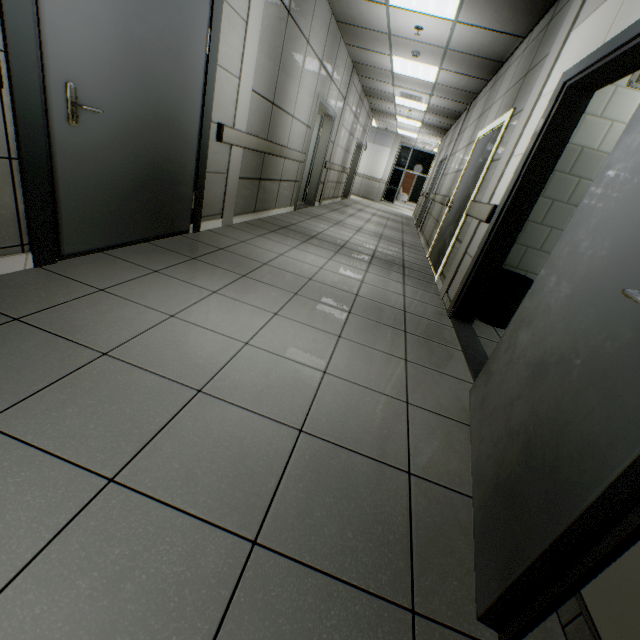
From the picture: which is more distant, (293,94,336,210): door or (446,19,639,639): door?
(293,94,336,210): door

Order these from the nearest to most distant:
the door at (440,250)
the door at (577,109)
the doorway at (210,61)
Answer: the door at (577,109) < the doorway at (210,61) < the door at (440,250)

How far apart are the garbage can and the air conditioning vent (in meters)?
6.93

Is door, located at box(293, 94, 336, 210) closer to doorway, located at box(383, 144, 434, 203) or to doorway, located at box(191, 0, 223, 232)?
doorway, located at box(191, 0, 223, 232)

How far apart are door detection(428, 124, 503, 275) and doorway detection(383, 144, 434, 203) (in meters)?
15.51

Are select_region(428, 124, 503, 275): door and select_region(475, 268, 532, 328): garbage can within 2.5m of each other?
yes

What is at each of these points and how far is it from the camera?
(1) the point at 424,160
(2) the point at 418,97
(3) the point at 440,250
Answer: Answer:
(1) doorway, 19.0 meters
(2) air conditioning vent, 8.4 meters
(3) door, 5.1 meters

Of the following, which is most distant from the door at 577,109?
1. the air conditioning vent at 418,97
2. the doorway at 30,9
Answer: the air conditioning vent at 418,97
